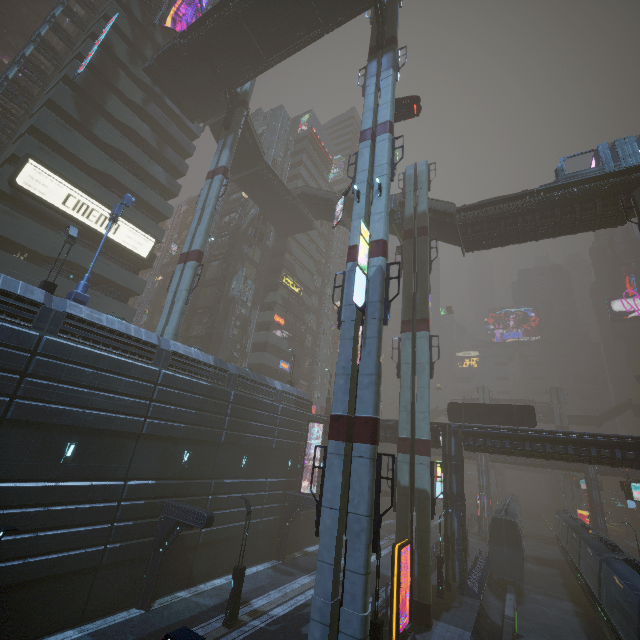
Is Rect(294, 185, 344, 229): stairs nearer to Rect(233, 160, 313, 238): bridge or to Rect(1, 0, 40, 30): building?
Rect(233, 160, 313, 238): bridge

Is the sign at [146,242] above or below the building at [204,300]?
Result: below

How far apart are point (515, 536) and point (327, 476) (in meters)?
26.78

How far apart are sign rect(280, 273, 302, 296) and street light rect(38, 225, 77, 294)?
28.25m

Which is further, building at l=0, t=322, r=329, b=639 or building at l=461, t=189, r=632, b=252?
building at l=461, t=189, r=632, b=252

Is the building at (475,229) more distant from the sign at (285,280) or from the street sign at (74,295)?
the street sign at (74,295)

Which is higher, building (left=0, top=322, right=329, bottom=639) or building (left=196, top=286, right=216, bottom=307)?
building (left=196, top=286, right=216, bottom=307)

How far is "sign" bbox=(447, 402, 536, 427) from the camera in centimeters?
3025cm
